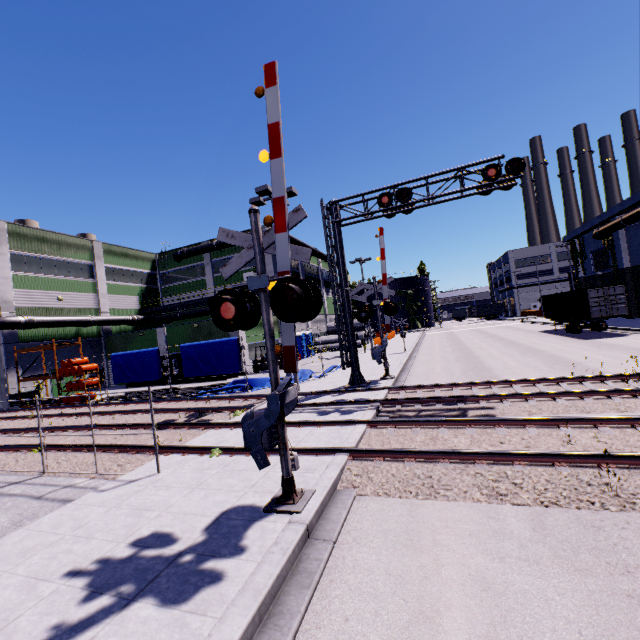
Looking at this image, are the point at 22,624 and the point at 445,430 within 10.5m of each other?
yes

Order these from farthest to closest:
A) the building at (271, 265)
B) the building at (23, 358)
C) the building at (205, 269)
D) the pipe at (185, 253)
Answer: the pipe at (185, 253)
the building at (271, 265)
the building at (205, 269)
the building at (23, 358)

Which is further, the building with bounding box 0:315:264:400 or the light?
the building with bounding box 0:315:264:400

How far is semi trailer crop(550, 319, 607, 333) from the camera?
25.46m

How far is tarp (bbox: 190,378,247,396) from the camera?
18.0m

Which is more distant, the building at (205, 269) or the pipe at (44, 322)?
the building at (205, 269)

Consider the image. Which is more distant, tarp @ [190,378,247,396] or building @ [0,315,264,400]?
building @ [0,315,264,400]

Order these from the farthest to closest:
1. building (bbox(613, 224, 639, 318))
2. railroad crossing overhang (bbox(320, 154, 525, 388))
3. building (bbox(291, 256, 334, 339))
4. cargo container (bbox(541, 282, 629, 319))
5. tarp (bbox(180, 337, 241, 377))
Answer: building (bbox(291, 256, 334, 339)) < building (bbox(613, 224, 639, 318)) < cargo container (bbox(541, 282, 629, 319)) < tarp (bbox(180, 337, 241, 377)) < railroad crossing overhang (bbox(320, 154, 525, 388))
